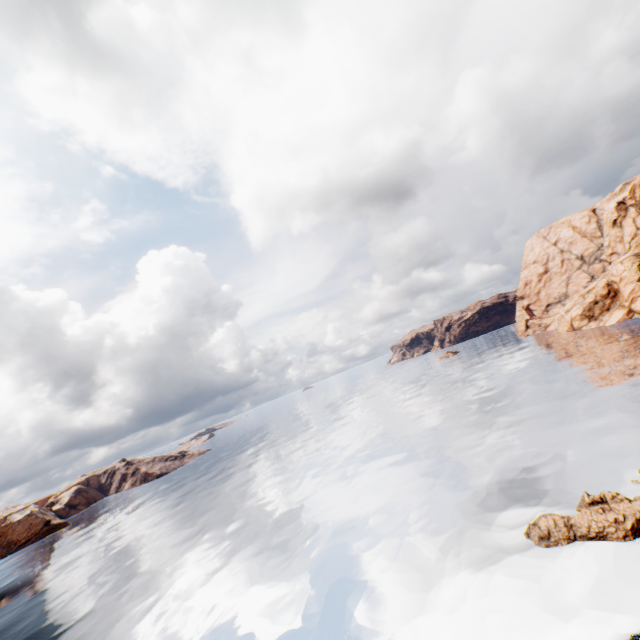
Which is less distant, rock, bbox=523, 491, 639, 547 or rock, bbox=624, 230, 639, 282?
rock, bbox=523, 491, 639, 547

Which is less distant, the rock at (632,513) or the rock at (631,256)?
the rock at (632,513)

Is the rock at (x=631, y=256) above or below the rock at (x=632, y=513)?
above

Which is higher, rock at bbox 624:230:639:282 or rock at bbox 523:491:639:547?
rock at bbox 624:230:639:282

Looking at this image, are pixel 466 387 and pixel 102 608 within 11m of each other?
no
